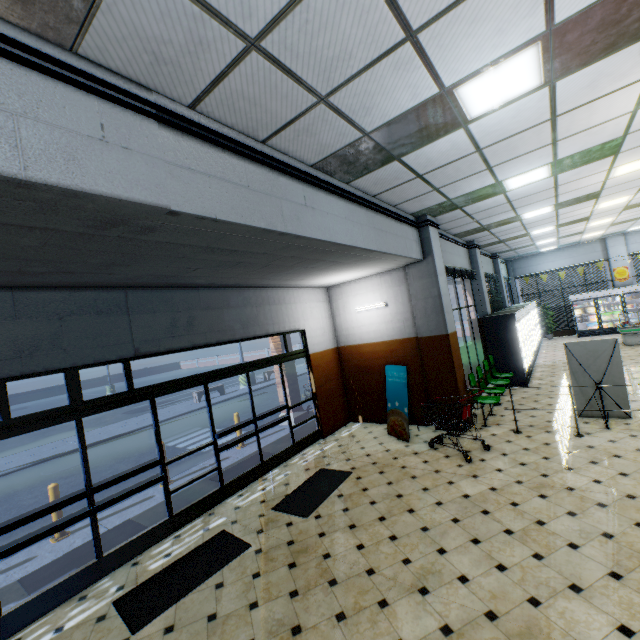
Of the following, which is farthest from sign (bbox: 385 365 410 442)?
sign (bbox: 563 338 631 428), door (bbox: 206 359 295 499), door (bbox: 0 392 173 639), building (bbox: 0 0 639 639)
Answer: door (bbox: 0 392 173 639)

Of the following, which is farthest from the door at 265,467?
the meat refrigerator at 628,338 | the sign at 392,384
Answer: the meat refrigerator at 628,338

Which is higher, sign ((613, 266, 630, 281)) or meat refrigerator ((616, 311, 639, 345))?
sign ((613, 266, 630, 281))

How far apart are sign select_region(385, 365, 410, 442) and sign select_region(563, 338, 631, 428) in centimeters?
326cm

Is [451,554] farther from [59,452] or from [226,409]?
[59,452]

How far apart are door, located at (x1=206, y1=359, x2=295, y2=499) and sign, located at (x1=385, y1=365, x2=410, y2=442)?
2.3m

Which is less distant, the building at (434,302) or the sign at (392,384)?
the building at (434,302)

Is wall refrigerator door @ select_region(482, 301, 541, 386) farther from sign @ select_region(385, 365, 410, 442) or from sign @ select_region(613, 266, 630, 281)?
sign @ select_region(385, 365, 410, 442)
